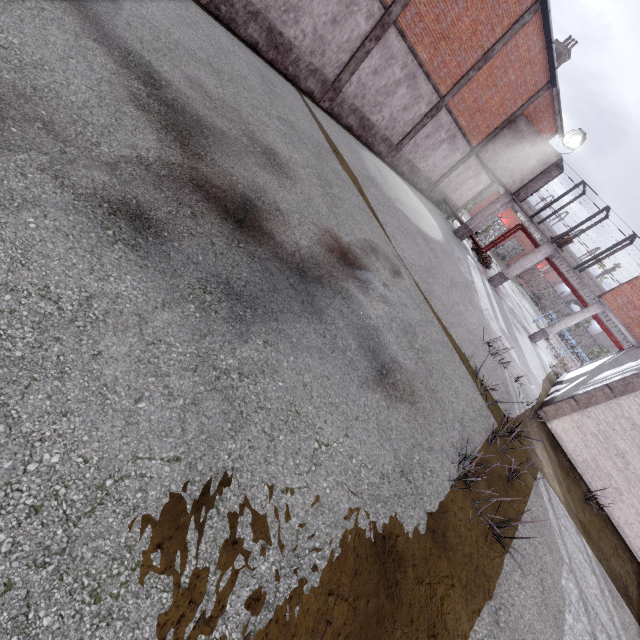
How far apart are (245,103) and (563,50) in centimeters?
2402cm

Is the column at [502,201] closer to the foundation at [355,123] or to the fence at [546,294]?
the foundation at [355,123]

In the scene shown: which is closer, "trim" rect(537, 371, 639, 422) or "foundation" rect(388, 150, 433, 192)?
"trim" rect(537, 371, 639, 422)

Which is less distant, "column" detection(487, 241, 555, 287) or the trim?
the trim

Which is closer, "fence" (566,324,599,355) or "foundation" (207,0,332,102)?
"foundation" (207,0,332,102)

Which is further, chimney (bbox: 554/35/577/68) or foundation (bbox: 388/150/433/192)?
chimney (bbox: 554/35/577/68)

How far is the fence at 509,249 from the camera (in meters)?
39.62

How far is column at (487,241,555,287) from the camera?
19.59m
